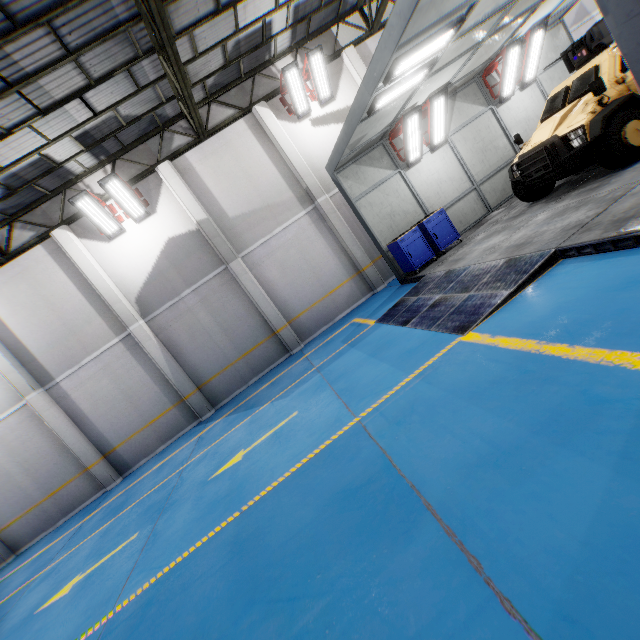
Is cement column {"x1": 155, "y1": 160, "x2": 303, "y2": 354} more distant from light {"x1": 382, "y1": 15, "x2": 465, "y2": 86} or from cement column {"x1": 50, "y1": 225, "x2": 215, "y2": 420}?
light {"x1": 382, "y1": 15, "x2": 465, "y2": 86}

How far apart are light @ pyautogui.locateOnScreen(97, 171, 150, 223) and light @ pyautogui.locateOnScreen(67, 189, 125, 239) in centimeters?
14cm

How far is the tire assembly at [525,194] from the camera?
8.07m

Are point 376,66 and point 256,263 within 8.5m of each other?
yes

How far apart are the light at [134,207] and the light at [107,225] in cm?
14

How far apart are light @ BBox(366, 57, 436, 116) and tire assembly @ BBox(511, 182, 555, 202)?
3.3 meters

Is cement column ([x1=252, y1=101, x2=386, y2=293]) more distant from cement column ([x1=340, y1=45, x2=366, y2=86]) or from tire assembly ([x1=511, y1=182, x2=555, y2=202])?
tire assembly ([x1=511, y1=182, x2=555, y2=202])

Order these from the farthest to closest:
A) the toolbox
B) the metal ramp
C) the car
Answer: the toolbox → the car → the metal ramp
